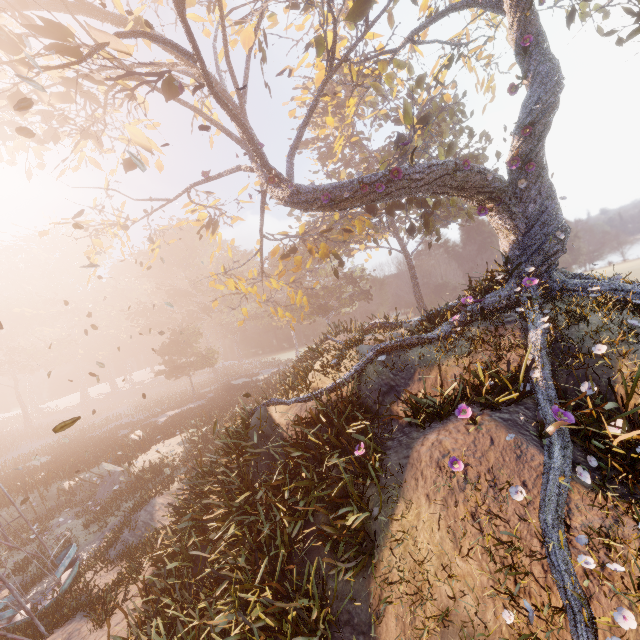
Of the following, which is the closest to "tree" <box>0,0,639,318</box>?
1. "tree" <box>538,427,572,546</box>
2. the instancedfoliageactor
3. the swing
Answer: "tree" <box>538,427,572,546</box>

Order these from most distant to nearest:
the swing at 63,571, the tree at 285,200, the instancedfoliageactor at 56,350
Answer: the instancedfoliageactor at 56,350 → the tree at 285,200 → the swing at 63,571

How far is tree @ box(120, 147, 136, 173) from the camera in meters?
11.9

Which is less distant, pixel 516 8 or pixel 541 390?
pixel 541 390

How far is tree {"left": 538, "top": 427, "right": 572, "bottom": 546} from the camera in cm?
429

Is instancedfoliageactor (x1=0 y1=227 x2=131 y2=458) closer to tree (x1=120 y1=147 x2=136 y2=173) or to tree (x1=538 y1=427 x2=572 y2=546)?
tree (x1=120 y1=147 x2=136 y2=173)

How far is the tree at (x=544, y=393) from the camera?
6.2m

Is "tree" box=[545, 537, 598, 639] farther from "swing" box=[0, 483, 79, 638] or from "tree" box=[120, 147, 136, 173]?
"swing" box=[0, 483, 79, 638]
